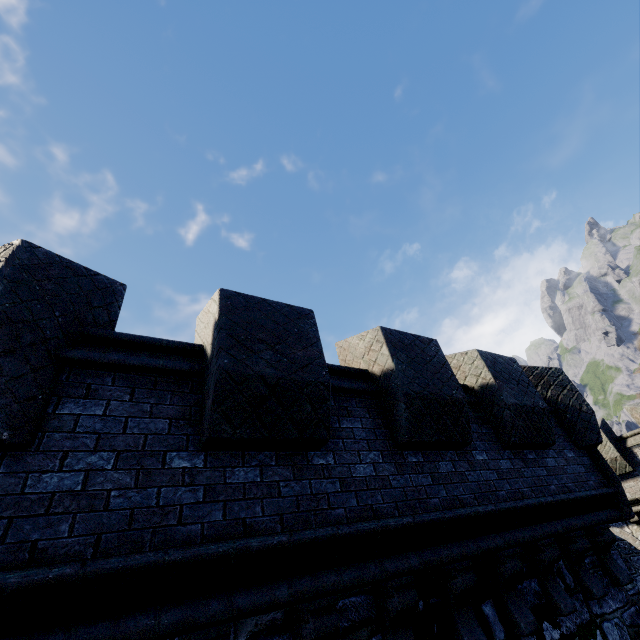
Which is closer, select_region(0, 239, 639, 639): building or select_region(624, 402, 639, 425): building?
select_region(0, 239, 639, 639): building

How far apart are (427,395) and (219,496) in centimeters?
303cm

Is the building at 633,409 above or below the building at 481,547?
above

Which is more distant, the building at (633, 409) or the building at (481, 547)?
the building at (633, 409)

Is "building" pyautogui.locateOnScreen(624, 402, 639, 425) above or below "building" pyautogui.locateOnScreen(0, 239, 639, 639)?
above
